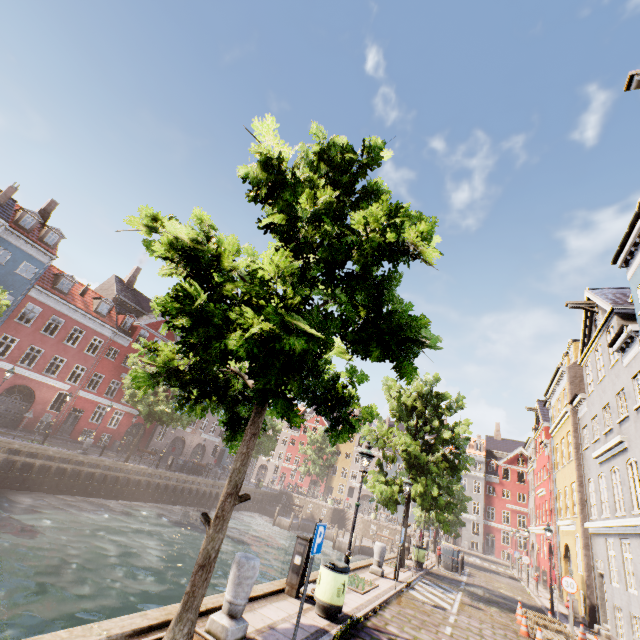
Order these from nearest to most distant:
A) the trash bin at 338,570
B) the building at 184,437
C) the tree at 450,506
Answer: the tree at 450,506
the trash bin at 338,570
the building at 184,437

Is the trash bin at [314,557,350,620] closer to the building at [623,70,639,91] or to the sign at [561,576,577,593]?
the sign at [561,576,577,593]

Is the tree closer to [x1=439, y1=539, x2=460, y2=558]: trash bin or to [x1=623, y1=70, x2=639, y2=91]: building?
[x1=623, y1=70, x2=639, y2=91]: building

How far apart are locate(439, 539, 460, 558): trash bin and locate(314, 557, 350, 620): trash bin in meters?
19.2 m

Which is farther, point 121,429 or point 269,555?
point 121,429

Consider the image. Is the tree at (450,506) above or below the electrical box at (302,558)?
above

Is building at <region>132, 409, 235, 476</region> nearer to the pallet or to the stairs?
the stairs

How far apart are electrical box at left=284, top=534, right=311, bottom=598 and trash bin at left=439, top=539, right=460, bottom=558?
19.32m
